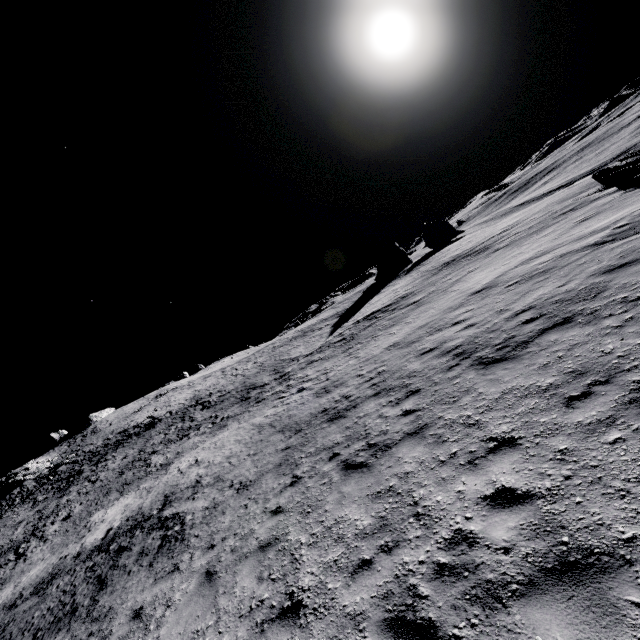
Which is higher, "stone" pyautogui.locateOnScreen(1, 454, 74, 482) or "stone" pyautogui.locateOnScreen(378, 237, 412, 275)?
"stone" pyautogui.locateOnScreen(1, 454, 74, 482)

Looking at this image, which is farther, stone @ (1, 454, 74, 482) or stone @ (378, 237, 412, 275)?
stone @ (378, 237, 412, 275)

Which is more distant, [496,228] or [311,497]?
[496,228]

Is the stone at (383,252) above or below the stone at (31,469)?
below

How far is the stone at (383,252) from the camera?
57.6m

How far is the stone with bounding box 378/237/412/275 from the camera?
57.6m
